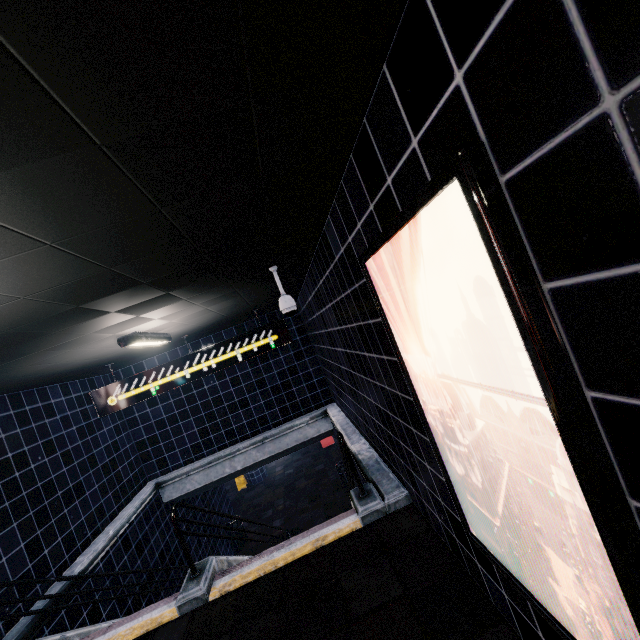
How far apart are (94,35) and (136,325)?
3.56m
